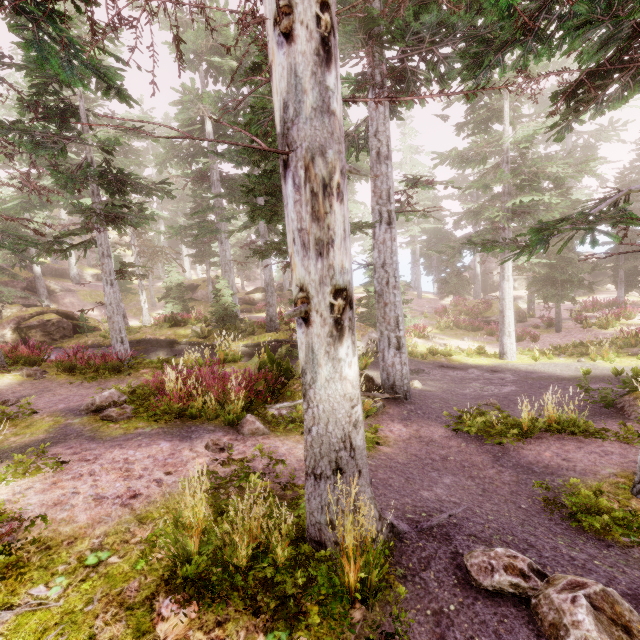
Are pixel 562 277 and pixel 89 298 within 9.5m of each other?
no

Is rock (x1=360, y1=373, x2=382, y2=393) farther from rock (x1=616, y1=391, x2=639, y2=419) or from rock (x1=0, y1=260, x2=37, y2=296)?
rock (x1=0, y1=260, x2=37, y2=296)

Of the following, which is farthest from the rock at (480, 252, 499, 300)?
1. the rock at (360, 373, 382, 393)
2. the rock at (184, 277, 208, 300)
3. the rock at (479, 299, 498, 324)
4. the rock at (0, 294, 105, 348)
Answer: the rock at (0, 294, 105, 348)

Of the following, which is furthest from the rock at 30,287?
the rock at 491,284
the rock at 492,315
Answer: the rock at 491,284

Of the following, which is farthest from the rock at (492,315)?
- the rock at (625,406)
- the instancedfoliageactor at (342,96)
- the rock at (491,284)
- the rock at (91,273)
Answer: the rock at (91,273)

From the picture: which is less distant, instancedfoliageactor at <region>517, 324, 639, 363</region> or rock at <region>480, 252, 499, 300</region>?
instancedfoliageactor at <region>517, 324, 639, 363</region>

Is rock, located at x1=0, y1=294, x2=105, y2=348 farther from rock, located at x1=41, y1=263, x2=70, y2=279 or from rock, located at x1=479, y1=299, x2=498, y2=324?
rock, located at x1=479, y1=299, x2=498, y2=324
